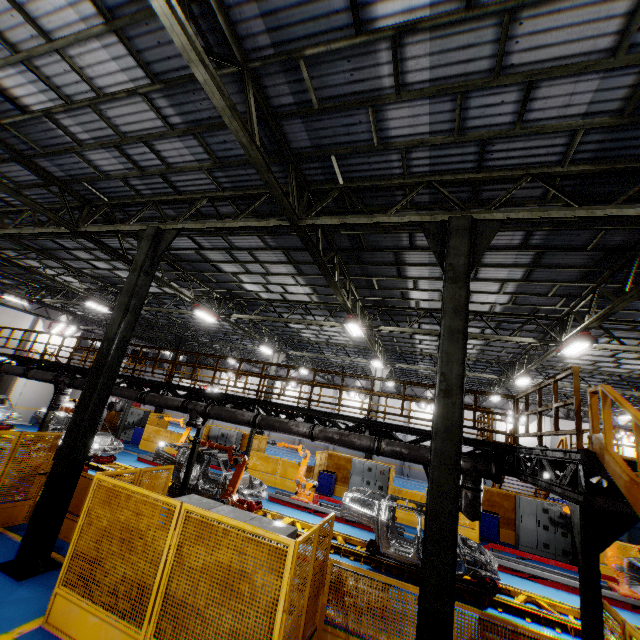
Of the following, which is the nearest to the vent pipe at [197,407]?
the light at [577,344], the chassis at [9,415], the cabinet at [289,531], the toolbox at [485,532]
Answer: the chassis at [9,415]

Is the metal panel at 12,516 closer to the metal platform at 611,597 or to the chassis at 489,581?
the metal platform at 611,597

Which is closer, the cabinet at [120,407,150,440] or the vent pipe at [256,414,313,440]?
the vent pipe at [256,414,313,440]

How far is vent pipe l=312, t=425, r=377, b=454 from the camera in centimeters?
922cm

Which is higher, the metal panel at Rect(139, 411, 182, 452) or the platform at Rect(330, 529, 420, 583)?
the metal panel at Rect(139, 411, 182, 452)

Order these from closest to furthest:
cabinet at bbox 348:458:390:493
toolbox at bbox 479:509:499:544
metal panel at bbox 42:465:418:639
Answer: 1. metal panel at bbox 42:465:418:639
2. toolbox at bbox 479:509:499:544
3. cabinet at bbox 348:458:390:493

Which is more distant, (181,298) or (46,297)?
(46,297)

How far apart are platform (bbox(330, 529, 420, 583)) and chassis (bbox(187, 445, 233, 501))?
0.0 meters
